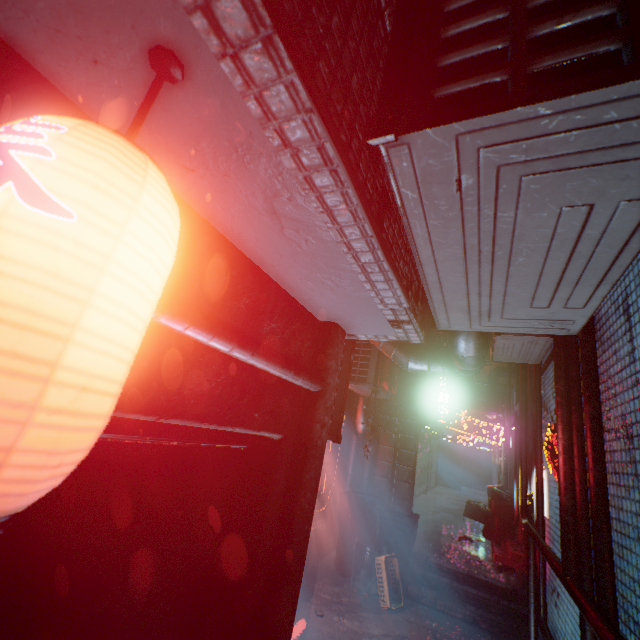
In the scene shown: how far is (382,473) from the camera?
5.8m

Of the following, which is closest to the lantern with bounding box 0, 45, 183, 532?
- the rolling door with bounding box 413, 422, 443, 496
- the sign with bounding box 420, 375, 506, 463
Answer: the sign with bounding box 420, 375, 506, 463

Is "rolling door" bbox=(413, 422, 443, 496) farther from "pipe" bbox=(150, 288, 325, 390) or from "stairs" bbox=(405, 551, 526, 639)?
"pipe" bbox=(150, 288, 325, 390)

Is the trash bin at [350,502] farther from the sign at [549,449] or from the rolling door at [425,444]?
the rolling door at [425,444]

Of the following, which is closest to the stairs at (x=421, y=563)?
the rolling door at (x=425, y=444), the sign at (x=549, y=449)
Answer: the sign at (x=549, y=449)

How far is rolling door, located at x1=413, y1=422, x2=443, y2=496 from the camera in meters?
11.3 m

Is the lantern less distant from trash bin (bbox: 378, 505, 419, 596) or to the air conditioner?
the air conditioner

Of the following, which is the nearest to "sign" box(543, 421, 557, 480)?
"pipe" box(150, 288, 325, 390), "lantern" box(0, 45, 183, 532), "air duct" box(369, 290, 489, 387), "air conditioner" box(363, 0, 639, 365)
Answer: "air duct" box(369, 290, 489, 387)
